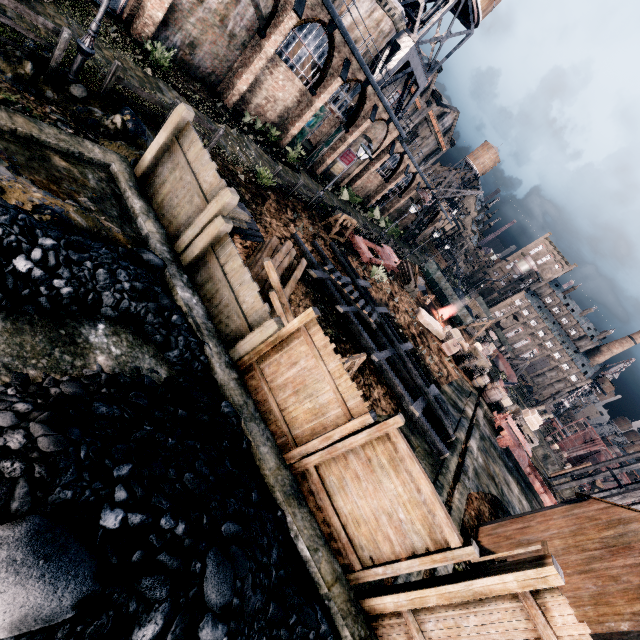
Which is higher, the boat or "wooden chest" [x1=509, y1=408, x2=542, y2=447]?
Result: "wooden chest" [x1=509, y1=408, x2=542, y2=447]

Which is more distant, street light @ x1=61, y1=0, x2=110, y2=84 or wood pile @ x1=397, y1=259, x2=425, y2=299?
wood pile @ x1=397, y1=259, x2=425, y2=299

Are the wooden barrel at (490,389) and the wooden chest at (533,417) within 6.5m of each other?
yes

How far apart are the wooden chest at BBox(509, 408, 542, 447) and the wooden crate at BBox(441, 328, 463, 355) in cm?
795

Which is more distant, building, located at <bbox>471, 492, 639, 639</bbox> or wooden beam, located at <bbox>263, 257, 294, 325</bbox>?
wooden beam, located at <bbox>263, 257, 294, 325</bbox>

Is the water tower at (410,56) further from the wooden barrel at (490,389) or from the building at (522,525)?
the building at (522,525)

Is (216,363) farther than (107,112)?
No

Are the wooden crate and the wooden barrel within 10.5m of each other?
yes
